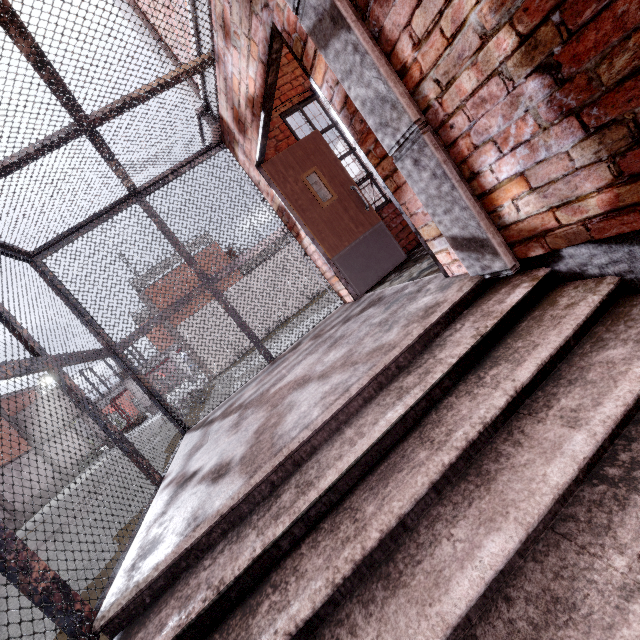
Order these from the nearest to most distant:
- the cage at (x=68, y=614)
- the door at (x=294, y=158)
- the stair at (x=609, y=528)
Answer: the stair at (x=609, y=528), the cage at (x=68, y=614), the door at (x=294, y=158)

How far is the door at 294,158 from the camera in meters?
4.3

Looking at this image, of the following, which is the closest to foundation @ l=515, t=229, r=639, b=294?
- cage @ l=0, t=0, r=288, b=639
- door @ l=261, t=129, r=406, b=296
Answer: cage @ l=0, t=0, r=288, b=639

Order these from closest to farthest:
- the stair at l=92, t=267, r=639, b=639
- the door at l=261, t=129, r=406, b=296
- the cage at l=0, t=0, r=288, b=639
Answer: the stair at l=92, t=267, r=639, b=639 < the cage at l=0, t=0, r=288, b=639 < the door at l=261, t=129, r=406, b=296

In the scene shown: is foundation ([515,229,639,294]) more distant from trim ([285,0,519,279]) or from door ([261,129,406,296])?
door ([261,129,406,296])

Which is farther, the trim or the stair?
the trim

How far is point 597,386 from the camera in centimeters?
129cm

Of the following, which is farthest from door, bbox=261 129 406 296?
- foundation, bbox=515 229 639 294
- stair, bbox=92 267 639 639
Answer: foundation, bbox=515 229 639 294
